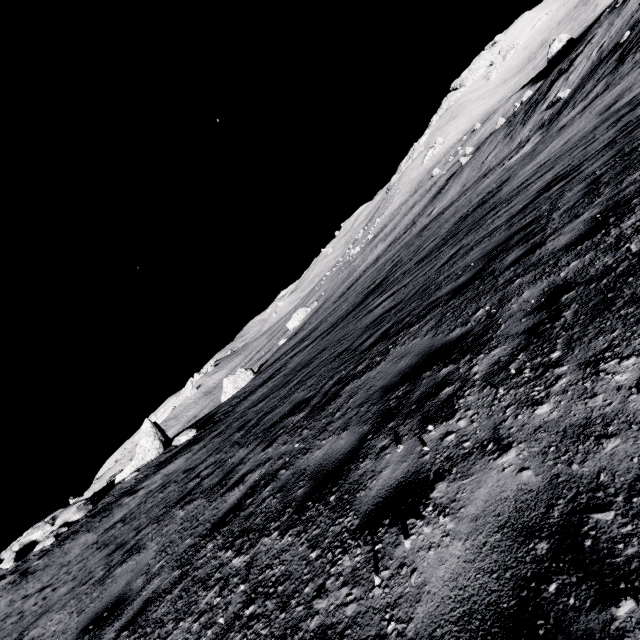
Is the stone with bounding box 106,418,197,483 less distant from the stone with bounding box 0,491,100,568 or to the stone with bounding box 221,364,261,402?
the stone with bounding box 0,491,100,568

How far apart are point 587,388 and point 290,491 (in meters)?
2.98

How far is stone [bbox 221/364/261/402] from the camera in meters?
42.3 m

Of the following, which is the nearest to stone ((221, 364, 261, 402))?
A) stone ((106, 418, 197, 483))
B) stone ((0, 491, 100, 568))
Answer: stone ((106, 418, 197, 483))

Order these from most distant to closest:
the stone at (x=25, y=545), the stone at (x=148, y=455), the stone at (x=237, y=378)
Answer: the stone at (x=237, y=378) → the stone at (x=148, y=455) → the stone at (x=25, y=545)

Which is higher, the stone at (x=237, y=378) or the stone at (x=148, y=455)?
the stone at (x=148, y=455)

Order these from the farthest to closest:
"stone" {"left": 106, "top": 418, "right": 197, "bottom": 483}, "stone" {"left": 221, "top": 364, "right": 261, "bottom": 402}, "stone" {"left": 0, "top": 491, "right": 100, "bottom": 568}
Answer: "stone" {"left": 221, "top": 364, "right": 261, "bottom": 402} < "stone" {"left": 106, "top": 418, "right": 197, "bottom": 483} < "stone" {"left": 0, "top": 491, "right": 100, "bottom": 568}

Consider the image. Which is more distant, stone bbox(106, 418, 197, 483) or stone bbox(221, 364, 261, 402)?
stone bbox(221, 364, 261, 402)
